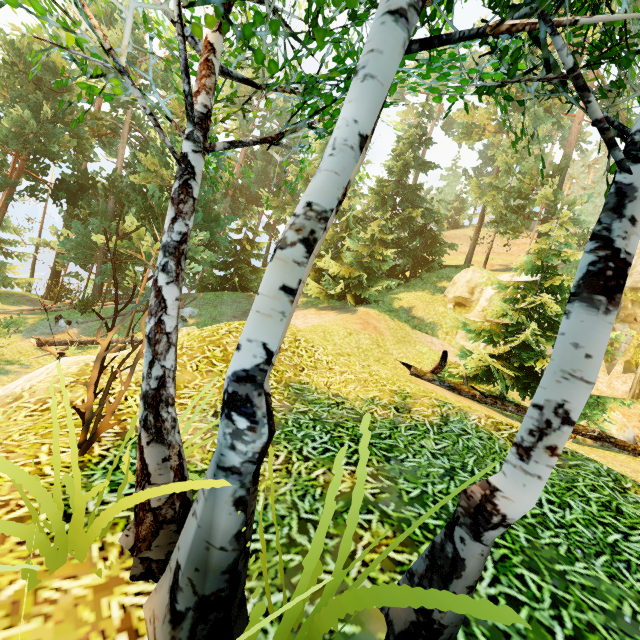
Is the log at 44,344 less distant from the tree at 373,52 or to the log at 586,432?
the tree at 373,52

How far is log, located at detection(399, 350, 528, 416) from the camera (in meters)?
8.40

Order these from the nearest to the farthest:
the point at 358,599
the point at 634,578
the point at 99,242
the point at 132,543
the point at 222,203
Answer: the point at 358,599 < the point at 132,543 < the point at 634,578 < the point at 99,242 < the point at 222,203

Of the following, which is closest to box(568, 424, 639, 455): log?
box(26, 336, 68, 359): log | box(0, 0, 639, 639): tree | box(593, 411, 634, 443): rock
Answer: box(0, 0, 639, 639): tree

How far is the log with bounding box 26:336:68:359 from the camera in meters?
14.7 m

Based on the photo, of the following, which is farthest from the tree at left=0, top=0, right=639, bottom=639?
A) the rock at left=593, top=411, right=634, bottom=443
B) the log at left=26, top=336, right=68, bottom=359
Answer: the rock at left=593, top=411, right=634, bottom=443

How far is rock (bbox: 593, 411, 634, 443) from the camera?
11.7 meters

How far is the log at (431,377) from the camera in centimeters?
840cm
